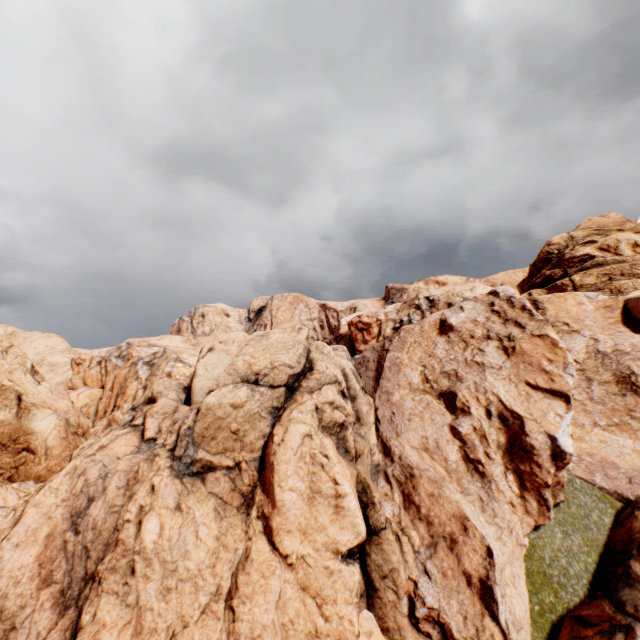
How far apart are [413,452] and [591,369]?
6.1 meters
